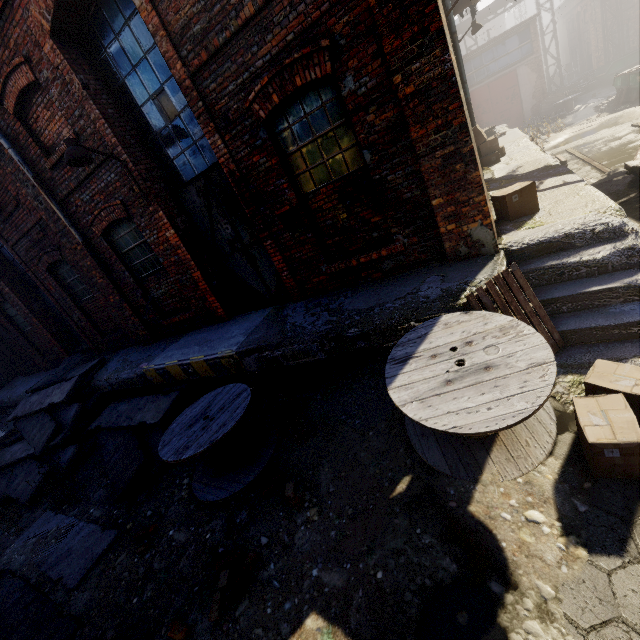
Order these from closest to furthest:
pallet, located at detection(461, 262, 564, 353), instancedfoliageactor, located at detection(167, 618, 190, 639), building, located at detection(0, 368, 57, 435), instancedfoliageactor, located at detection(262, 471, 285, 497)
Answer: instancedfoliageactor, located at detection(167, 618, 190, 639)
pallet, located at detection(461, 262, 564, 353)
instancedfoliageactor, located at detection(262, 471, 285, 497)
building, located at detection(0, 368, 57, 435)

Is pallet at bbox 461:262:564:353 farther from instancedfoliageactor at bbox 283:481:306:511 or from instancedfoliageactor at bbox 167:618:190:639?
instancedfoliageactor at bbox 167:618:190:639

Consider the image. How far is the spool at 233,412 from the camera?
4.46m

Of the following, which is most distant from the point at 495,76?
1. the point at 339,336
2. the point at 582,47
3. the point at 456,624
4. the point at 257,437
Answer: the point at 456,624

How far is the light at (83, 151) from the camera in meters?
5.3

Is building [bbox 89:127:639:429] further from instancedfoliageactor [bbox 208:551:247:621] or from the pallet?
instancedfoliageactor [bbox 208:551:247:621]

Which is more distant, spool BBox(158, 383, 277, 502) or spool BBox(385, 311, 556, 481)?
spool BBox(158, 383, 277, 502)

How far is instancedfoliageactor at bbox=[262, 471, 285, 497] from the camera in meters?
4.3 m
